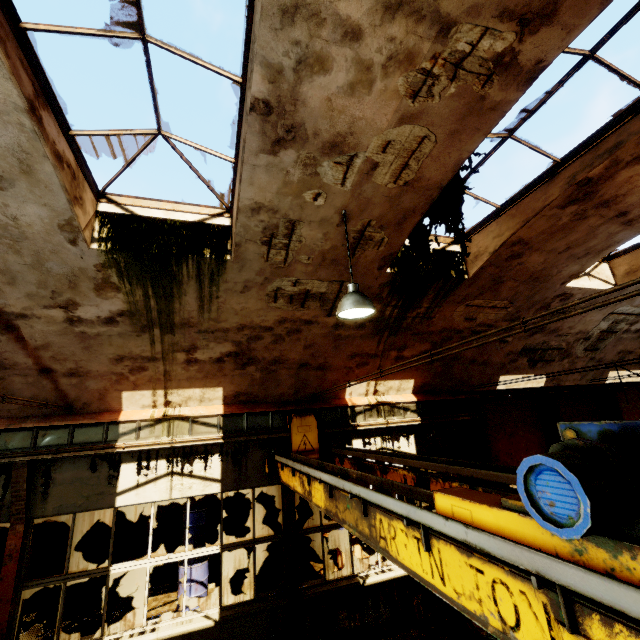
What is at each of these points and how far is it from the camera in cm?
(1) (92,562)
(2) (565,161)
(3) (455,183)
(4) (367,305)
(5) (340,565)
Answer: (1) pillar, 948
(2) window frame, 509
(3) vine, 480
(4) hanging light, 420
(5) cable drum, 984

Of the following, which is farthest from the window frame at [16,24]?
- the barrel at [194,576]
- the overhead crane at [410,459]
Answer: the barrel at [194,576]

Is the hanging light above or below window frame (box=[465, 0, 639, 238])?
below

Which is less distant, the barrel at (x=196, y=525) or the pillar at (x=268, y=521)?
the barrel at (x=196, y=525)

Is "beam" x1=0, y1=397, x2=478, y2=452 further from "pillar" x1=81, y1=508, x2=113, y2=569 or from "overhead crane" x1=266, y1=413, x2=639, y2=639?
"pillar" x1=81, y1=508, x2=113, y2=569

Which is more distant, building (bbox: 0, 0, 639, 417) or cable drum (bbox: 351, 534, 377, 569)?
cable drum (bbox: 351, 534, 377, 569)

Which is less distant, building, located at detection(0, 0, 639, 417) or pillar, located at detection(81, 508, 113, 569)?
building, located at detection(0, 0, 639, 417)

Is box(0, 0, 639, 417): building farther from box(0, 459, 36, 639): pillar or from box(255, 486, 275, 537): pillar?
box(255, 486, 275, 537): pillar
